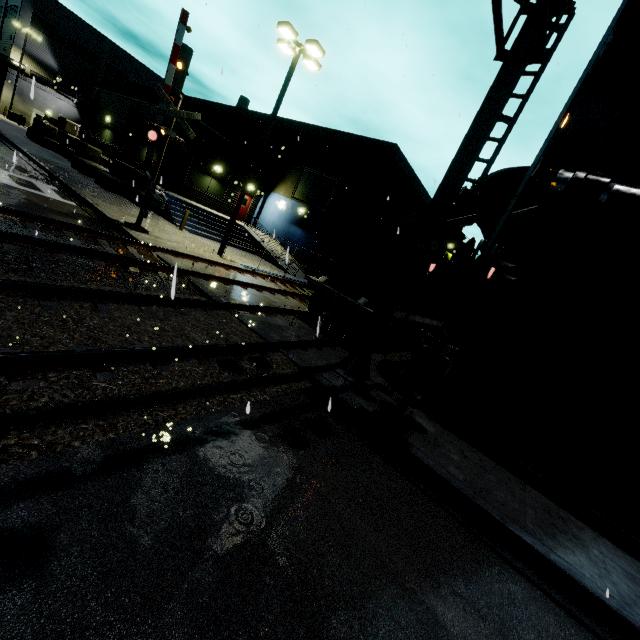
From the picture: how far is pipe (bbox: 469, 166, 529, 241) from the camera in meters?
7.5

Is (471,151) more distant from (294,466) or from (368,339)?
(294,466)

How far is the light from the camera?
13.13m

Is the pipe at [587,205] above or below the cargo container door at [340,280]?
above

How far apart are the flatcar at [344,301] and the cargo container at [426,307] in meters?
0.0 m

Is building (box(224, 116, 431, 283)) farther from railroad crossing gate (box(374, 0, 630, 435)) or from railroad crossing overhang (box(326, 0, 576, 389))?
railroad crossing gate (box(374, 0, 630, 435))

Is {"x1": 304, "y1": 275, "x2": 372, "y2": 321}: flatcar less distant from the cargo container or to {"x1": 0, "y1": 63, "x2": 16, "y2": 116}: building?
the cargo container

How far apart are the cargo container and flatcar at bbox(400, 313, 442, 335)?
0.0m
